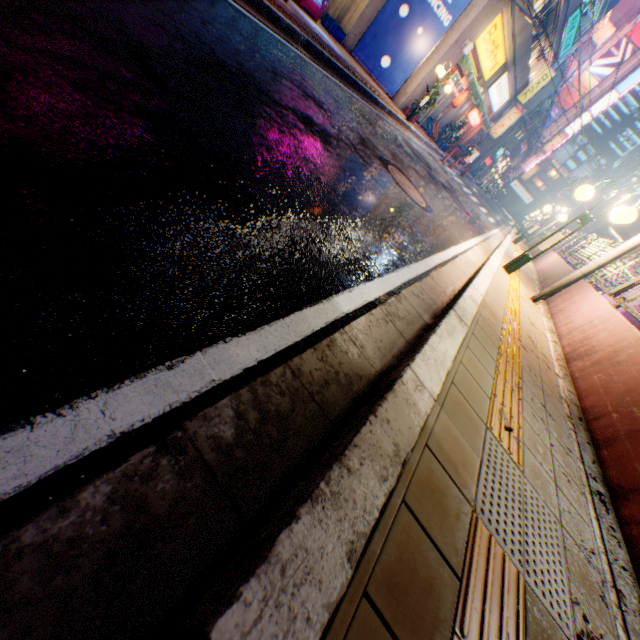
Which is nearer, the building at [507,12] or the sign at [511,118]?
the building at [507,12]

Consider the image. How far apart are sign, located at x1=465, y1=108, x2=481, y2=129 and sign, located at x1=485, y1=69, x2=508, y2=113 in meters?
0.8

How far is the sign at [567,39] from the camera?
18.85m

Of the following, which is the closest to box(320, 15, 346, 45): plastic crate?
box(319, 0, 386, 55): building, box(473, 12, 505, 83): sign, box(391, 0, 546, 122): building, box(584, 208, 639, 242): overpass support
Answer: box(319, 0, 386, 55): building

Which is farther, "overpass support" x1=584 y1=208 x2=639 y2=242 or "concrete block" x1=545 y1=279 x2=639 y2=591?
"overpass support" x1=584 y1=208 x2=639 y2=242

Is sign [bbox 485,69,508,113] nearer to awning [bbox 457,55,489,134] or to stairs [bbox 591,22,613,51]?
awning [bbox 457,55,489,134]

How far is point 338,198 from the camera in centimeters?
317cm

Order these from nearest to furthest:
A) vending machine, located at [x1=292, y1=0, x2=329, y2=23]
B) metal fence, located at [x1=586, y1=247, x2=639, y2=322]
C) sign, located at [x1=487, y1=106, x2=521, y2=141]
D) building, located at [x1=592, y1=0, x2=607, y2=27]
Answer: metal fence, located at [x1=586, y1=247, x2=639, y2=322]
vending machine, located at [x1=292, y1=0, x2=329, y2=23]
building, located at [x1=592, y1=0, x2=607, y2=27]
sign, located at [x1=487, y1=106, x2=521, y2=141]
